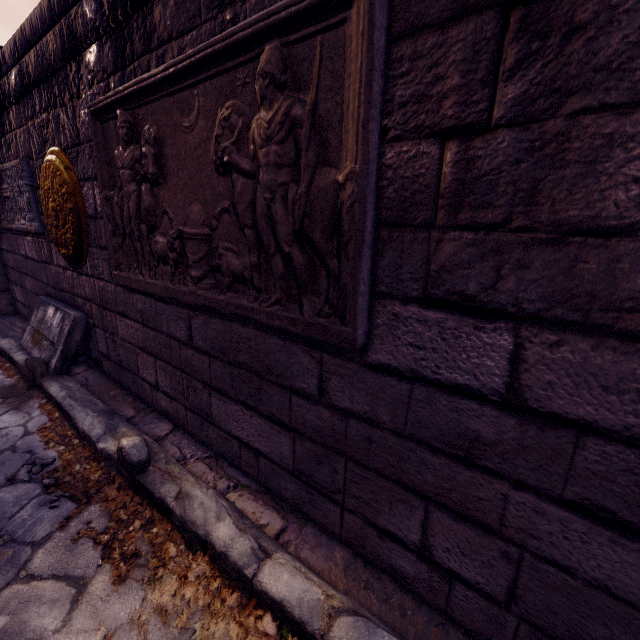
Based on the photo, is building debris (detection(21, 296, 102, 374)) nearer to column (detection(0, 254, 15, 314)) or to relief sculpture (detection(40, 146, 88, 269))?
relief sculpture (detection(40, 146, 88, 269))

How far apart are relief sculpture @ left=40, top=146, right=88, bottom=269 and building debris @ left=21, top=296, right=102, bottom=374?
0.4 meters

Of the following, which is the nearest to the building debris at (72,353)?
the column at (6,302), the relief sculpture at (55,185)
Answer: the relief sculpture at (55,185)

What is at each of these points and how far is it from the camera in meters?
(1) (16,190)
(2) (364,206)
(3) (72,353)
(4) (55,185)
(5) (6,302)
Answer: (1) relief sculpture, 3.3
(2) relief sculpture, 1.0
(3) building debris, 2.9
(4) relief sculpture, 2.5
(5) column, 4.8

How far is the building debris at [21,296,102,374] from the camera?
2.8 meters

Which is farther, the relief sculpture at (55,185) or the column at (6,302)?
the column at (6,302)

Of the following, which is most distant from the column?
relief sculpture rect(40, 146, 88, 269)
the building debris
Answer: relief sculpture rect(40, 146, 88, 269)

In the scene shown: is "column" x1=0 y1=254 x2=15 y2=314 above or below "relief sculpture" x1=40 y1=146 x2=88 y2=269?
below
